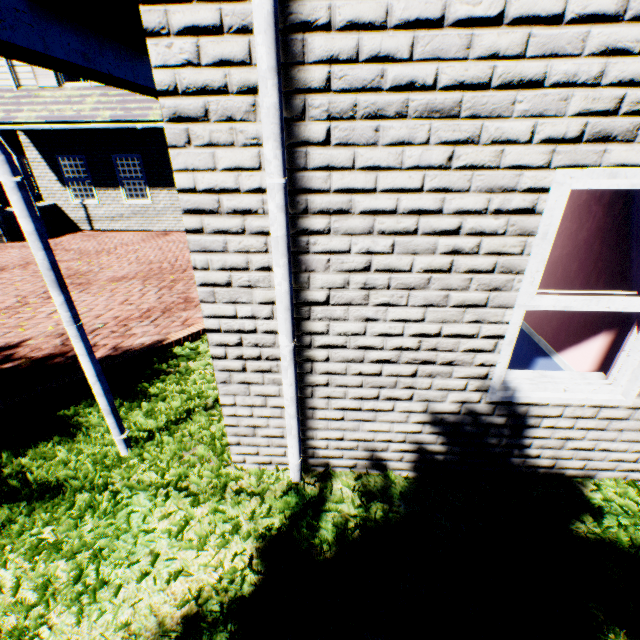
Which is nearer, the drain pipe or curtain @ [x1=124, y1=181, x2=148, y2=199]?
the drain pipe

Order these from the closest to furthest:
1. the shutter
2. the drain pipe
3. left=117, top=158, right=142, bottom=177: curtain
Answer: the drain pipe → the shutter → left=117, top=158, right=142, bottom=177: curtain

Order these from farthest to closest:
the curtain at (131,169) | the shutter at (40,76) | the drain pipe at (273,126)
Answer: the curtain at (131,169) → the shutter at (40,76) → the drain pipe at (273,126)

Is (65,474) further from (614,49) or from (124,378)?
(614,49)

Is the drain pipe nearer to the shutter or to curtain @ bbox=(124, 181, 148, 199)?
curtain @ bbox=(124, 181, 148, 199)

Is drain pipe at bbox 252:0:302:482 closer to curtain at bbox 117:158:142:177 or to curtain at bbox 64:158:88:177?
curtain at bbox 117:158:142:177

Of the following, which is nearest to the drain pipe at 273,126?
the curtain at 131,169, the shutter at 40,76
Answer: the curtain at 131,169
